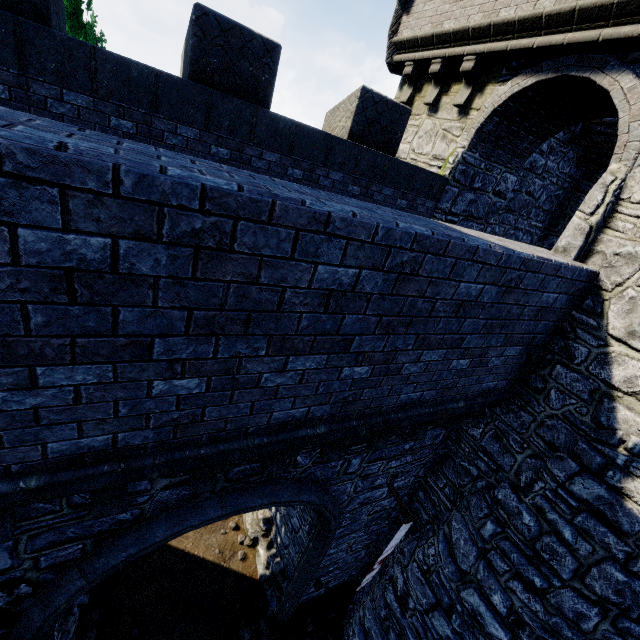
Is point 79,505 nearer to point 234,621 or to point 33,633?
point 33,633

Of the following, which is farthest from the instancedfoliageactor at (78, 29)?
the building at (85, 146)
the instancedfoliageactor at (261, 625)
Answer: the instancedfoliageactor at (261, 625)

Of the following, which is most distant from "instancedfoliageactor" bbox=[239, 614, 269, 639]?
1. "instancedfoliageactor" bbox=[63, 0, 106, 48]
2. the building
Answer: "instancedfoliageactor" bbox=[63, 0, 106, 48]

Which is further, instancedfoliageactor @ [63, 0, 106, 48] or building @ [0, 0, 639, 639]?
instancedfoliageactor @ [63, 0, 106, 48]

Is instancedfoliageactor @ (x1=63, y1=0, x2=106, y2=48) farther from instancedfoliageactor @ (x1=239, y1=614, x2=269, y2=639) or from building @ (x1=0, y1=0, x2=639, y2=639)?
instancedfoliageactor @ (x1=239, y1=614, x2=269, y2=639)

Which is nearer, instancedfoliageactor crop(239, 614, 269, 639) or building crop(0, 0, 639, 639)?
building crop(0, 0, 639, 639)

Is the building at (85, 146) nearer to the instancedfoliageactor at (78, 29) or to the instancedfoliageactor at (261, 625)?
the instancedfoliageactor at (261, 625)

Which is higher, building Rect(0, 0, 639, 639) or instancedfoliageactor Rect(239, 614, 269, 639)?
building Rect(0, 0, 639, 639)
